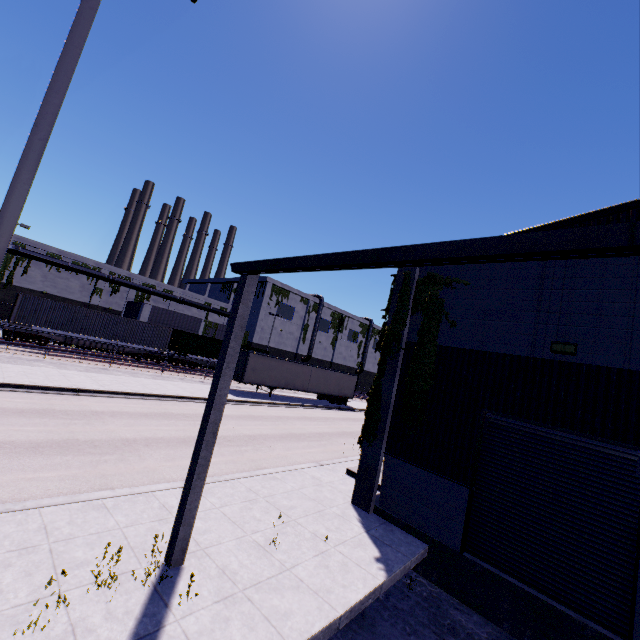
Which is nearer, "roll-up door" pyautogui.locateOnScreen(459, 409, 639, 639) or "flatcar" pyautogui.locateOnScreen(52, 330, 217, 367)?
"roll-up door" pyautogui.locateOnScreen(459, 409, 639, 639)

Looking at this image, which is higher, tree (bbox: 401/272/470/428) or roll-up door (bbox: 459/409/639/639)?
tree (bbox: 401/272/470/428)

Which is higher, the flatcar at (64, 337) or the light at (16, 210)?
the light at (16, 210)

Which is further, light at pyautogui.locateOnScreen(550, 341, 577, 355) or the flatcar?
the flatcar

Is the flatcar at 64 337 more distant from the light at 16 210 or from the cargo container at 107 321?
the light at 16 210

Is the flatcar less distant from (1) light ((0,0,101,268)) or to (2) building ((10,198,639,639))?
(2) building ((10,198,639,639))

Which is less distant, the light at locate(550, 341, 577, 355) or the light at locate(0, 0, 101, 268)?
the light at locate(0, 0, 101, 268)

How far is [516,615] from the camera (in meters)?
6.84
